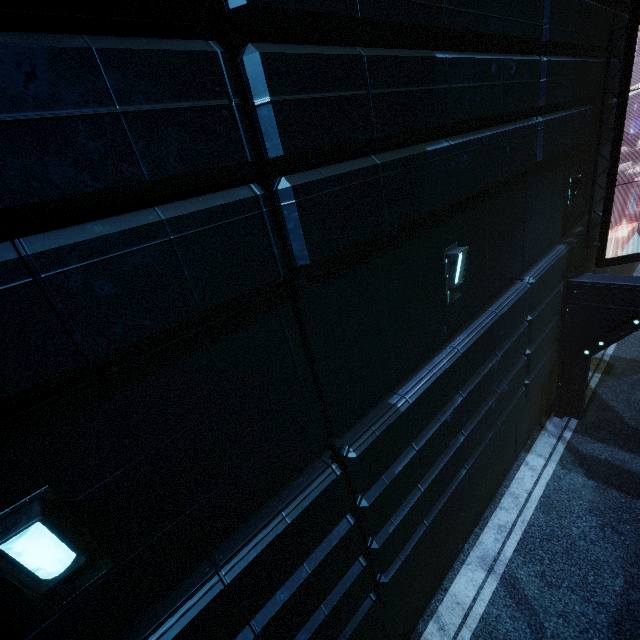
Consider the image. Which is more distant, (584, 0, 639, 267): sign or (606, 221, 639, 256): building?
(606, 221, 639, 256): building

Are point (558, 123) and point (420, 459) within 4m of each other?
no

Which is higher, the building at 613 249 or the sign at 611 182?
the sign at 611 182

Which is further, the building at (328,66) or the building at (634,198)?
the building at (634,198)

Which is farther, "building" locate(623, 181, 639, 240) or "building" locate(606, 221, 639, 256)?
"building" locate(623, 181, 639, 240)

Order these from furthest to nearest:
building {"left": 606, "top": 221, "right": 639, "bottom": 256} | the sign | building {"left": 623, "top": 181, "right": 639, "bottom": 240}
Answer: building {"left": 623, "top": 181, "right": 639, "bottom": 240} → building {"left": 606, "top": 221, "right": 639, "bottom": 256} → the sign
